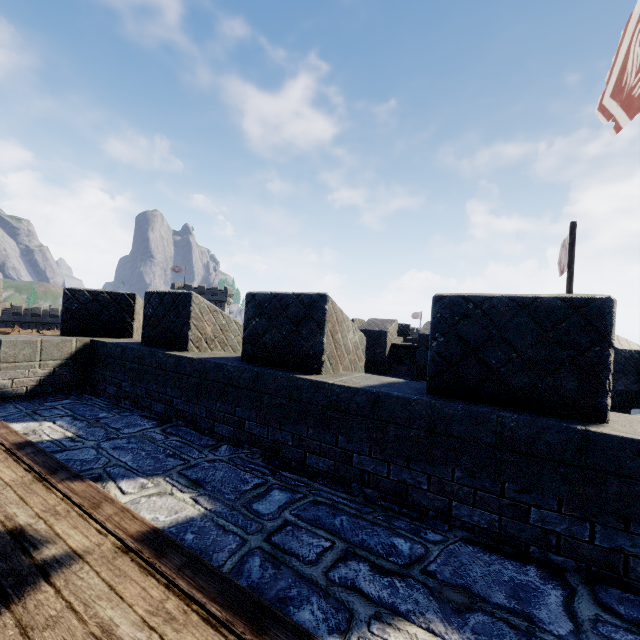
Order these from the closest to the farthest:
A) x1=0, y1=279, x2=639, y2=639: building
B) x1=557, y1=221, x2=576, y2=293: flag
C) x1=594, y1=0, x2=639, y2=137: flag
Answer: x1=0, y1=279, x2=639, y2=639: building
x1=594, y1=0, x2=639, y2=137: flag
x1=557, y1=221, x2=576, y2=293: flag

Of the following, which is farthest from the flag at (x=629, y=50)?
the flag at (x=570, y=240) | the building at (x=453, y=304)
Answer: the flag at (x=570, y=240)

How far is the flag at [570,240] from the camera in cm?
1114

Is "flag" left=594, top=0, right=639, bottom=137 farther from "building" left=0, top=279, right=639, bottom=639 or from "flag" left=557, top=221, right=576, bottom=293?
"flag" left=557, top=221, right=576, bottom=293

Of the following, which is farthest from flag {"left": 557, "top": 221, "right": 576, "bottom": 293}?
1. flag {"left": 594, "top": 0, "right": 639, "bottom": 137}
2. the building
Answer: flag {"left": 594, "top": 0, "right": 639, "bottom": 137}

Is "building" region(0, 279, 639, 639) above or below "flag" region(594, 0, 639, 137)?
below

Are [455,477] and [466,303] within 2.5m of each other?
yes
